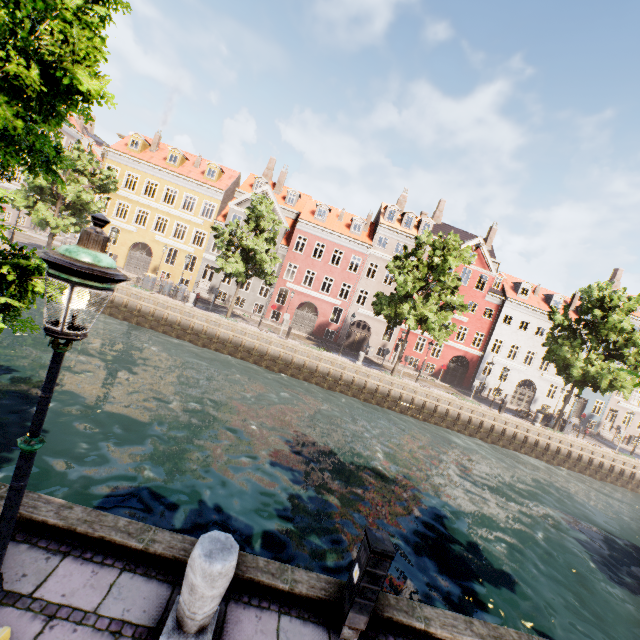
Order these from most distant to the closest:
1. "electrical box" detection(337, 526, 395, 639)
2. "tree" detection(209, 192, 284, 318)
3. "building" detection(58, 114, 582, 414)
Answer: "building" detection(58, 114, 582, 414)
"tree" detection(209, 192, 284, 318)
"electrical box" detection(337, 526, 395, 639)

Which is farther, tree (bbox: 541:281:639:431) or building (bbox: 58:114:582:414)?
building (bbox: 58:114:582:414)

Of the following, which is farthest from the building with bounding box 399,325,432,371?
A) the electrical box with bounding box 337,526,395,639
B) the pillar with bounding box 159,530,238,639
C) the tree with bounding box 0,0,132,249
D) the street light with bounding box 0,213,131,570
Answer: the electrical box with bounding box 337,526,395,639

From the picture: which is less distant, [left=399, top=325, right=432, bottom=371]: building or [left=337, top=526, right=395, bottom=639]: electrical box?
[left=337, top=526, right=395, bottom=639]: electrical box

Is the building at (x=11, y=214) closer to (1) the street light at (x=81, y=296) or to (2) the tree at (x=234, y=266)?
(1) the street light at (x=81, y=296)

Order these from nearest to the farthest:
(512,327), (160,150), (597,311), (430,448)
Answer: (430,448), (597,311), (160,150), (512,327)

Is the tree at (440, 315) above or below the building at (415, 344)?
above

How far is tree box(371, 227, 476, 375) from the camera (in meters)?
23.02
